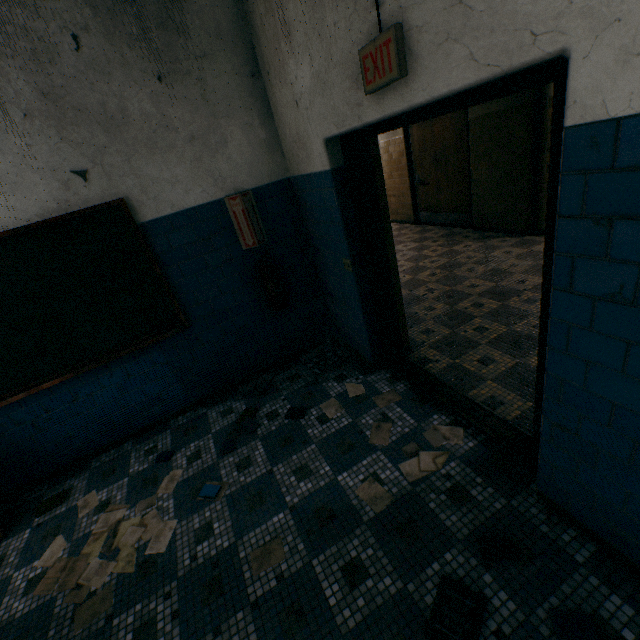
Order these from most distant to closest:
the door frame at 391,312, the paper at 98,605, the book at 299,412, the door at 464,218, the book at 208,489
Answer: the door at 464,218
the book at 299,412
the book at 208,489
the paper at 98,605
the door frame at 391,312

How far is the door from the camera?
6.01m

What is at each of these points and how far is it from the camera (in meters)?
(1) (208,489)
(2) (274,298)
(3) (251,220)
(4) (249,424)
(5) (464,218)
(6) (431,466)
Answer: (1) book, 2.59
(2) fire extinguisher, 3.43
(3) sign, 3.18
(4) book, 3.10
(5) door, 6.62
(6) paper, 2.29

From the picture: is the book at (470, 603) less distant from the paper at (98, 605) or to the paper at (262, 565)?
the paper at (262, 565)

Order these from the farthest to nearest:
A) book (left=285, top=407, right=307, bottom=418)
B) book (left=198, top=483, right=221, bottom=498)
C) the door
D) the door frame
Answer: the door < book (left=285, top=407, right=307, bottom=418) < book (left=198, top=483, right=221, bottom=498) < the door frame

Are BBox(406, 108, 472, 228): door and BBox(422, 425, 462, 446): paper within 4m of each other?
no

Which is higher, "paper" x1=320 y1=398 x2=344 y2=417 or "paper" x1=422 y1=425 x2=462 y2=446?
"paper" x1=320 y1=398 x2=344 y2=417

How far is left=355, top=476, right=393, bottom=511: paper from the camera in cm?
215
